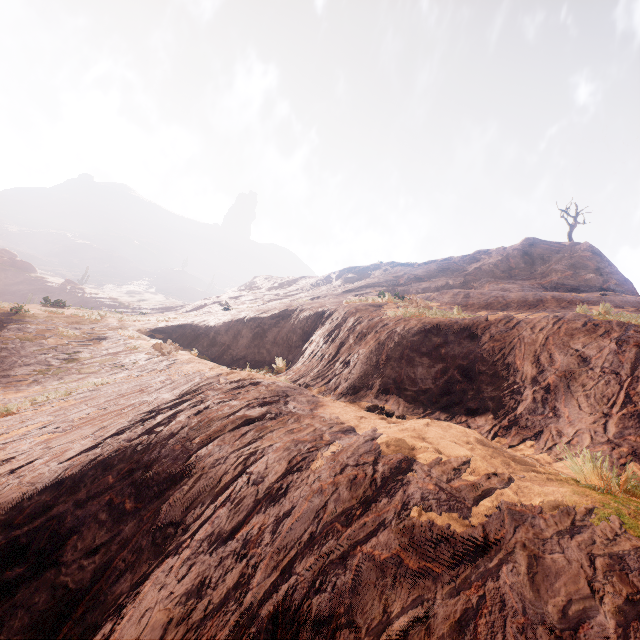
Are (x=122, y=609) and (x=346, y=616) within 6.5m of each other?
yes
